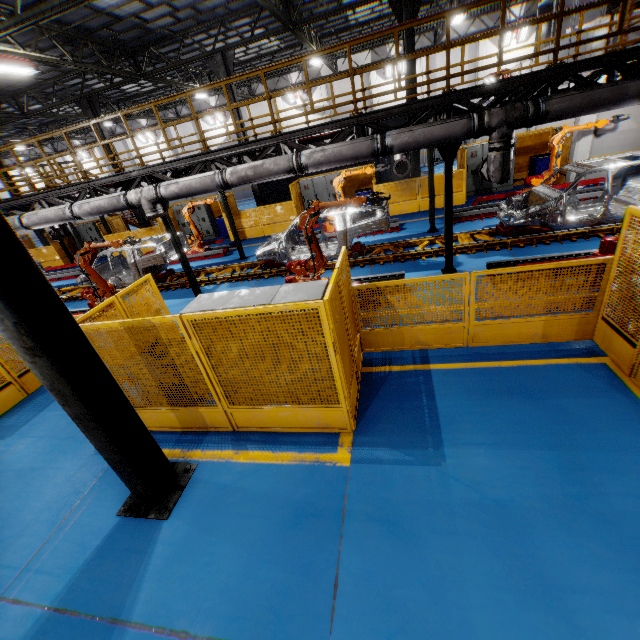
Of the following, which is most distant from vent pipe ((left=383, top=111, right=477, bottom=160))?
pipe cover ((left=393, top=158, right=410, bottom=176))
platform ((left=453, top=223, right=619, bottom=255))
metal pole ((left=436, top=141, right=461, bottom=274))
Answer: pipe cover ((left=393, top=158, right=410, bottom=176))

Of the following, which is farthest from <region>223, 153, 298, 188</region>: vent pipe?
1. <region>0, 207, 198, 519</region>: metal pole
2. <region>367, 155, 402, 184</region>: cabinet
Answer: <region>367, 155, 402, 184</region>: cabinet

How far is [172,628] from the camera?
3.2m

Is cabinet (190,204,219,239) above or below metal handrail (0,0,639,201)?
below

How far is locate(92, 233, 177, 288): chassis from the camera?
11.7 meters

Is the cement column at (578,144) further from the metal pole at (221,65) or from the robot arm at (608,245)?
the metal pole at (221,65)

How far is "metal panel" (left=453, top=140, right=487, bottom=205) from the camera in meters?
14.1

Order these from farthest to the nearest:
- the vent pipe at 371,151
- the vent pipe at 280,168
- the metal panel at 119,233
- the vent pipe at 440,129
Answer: the metal panel at 119,233 < the vent pipe at 280,168 < the vent pipe at 371,151 < the vent pipe at 440,129
